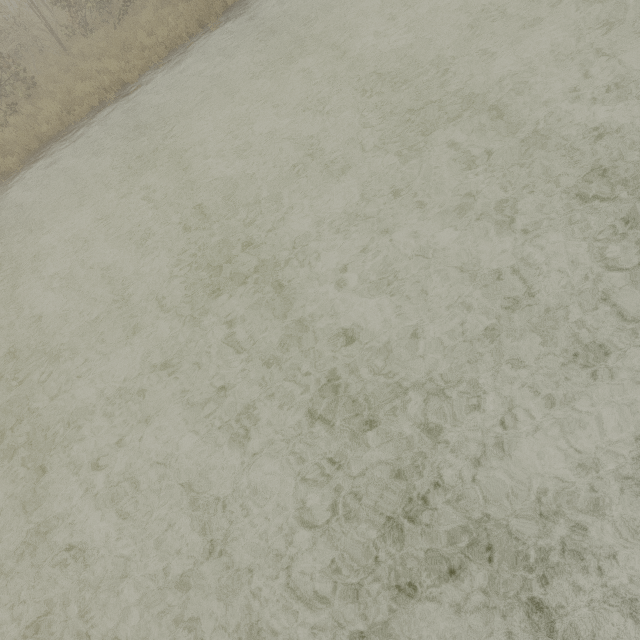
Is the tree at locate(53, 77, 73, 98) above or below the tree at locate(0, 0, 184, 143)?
below

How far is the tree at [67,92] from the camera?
10.8 meters

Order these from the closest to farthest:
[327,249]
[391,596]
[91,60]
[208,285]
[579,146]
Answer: [391,596], [579,146], [327,249], [208,285], [91,60]

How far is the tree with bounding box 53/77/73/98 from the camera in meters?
10.8

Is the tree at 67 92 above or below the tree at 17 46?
below
